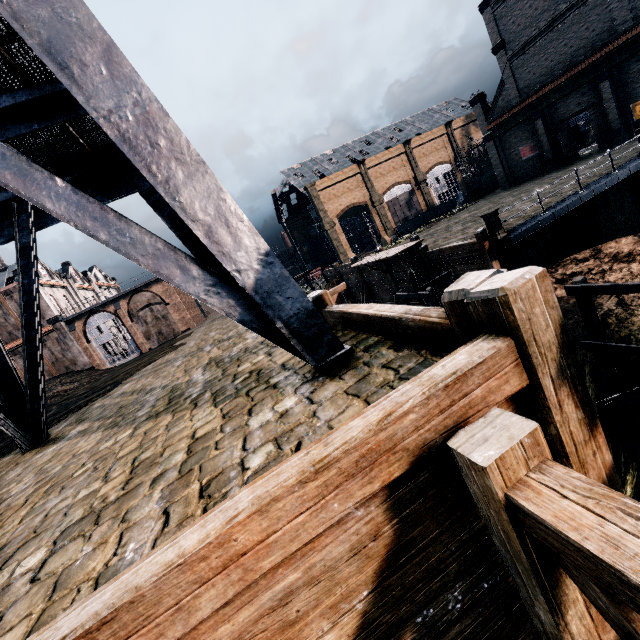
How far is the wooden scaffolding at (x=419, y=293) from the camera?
13.83m

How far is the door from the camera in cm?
Result: 3053

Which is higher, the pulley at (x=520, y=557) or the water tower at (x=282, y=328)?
the water tower at (x=282, y=328)

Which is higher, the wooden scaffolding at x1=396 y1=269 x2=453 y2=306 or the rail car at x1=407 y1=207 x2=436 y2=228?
the rail car at x1=407 y1=207 x2=436 y2=228

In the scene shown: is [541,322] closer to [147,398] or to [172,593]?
[172,593]

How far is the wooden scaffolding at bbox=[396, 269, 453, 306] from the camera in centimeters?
1383cm

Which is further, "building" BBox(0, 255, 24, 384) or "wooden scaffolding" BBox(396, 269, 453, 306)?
"building" BBox(0, 255, 24, 384)

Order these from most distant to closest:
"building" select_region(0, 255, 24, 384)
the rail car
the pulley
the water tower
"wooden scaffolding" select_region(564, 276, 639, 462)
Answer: the rail car → "building" select_region(0, 255, 24, 384) → "wooden scaffolding" select_region(564, 276, 639, 462) → the water tower → the pulley
